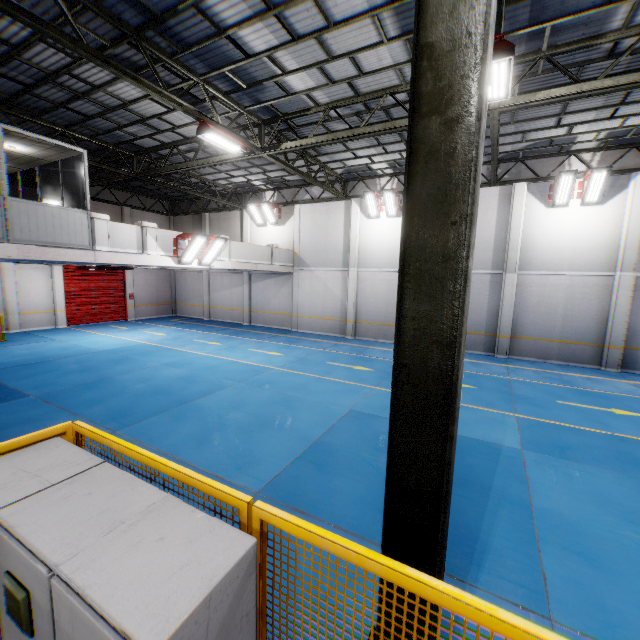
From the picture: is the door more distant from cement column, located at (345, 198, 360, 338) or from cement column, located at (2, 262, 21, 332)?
cement column, located at (345, 198, 360, 338)

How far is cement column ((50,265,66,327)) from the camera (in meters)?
19.08

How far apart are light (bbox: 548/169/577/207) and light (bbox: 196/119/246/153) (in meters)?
12.21

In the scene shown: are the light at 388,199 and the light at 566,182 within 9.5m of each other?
yes

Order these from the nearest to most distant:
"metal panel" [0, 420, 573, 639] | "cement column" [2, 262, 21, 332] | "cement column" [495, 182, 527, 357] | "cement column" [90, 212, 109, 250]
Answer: "metal panel" [0, 420, 573, 639], "cement column" [90, 212, 109, 250], "cement column" [495, 182, 527, 357], "cement column" [2, 262, 21, 332]

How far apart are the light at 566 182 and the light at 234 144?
12.2 meters

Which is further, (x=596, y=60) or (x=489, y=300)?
(x=489, y=300)

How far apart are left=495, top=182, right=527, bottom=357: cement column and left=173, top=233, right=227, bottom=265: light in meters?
13.1 m
